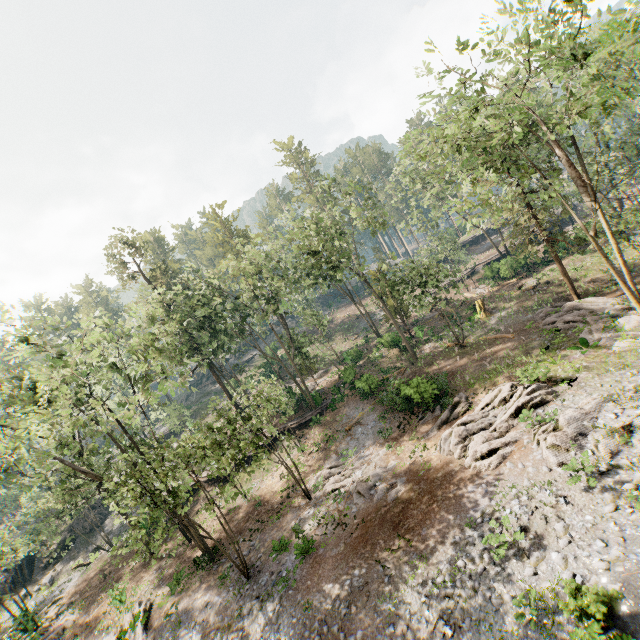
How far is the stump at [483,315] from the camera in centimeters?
3161cm

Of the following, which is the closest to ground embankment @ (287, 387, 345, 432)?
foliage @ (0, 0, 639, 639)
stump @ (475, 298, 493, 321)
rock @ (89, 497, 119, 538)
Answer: foliage @ (0, 0, 639, 639)

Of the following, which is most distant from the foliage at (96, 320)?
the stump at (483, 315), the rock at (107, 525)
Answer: the stump at (483, 315)

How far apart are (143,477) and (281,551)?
9.0 meters

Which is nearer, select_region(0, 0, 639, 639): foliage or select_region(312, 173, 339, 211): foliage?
select_region(0, 0, 639, 639): foliage

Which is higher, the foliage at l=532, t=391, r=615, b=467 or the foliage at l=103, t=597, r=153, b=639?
the foliage at l=532, t=391, r=615, b=467

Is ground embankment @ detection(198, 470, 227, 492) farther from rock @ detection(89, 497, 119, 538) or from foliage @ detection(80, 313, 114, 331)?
rock @ detection(89, 497, 119, 538)

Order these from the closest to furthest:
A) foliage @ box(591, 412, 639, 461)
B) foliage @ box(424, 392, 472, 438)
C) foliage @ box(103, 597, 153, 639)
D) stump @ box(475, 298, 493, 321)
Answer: foliage @ box(591, 412, 639, 461) → foliage @ box(103, 597, 153, 639) → foliage @ box(424, 392, 472, 438) → stump @ box(475, 298, 493, 321)
